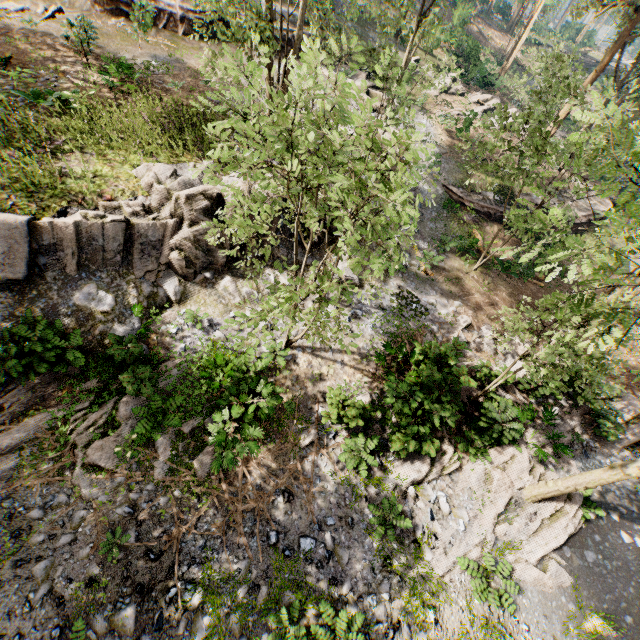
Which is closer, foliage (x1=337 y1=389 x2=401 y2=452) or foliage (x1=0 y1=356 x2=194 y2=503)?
foliage (x1=0 y1=356 x2=194 y2=503)

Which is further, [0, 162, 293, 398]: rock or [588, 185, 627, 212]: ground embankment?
[588, 185, 627, 212]: ground embankment

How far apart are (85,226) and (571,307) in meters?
13.2 m

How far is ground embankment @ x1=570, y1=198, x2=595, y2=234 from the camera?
23.5 meters

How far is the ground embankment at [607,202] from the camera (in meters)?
25.22

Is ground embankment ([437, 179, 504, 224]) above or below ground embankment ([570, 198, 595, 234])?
below

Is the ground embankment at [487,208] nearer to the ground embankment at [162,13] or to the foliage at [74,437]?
the foliage at [74,437]

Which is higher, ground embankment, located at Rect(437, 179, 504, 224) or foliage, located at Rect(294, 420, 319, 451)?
ground embankment, located at Rect(437, 179, 504, 224)
